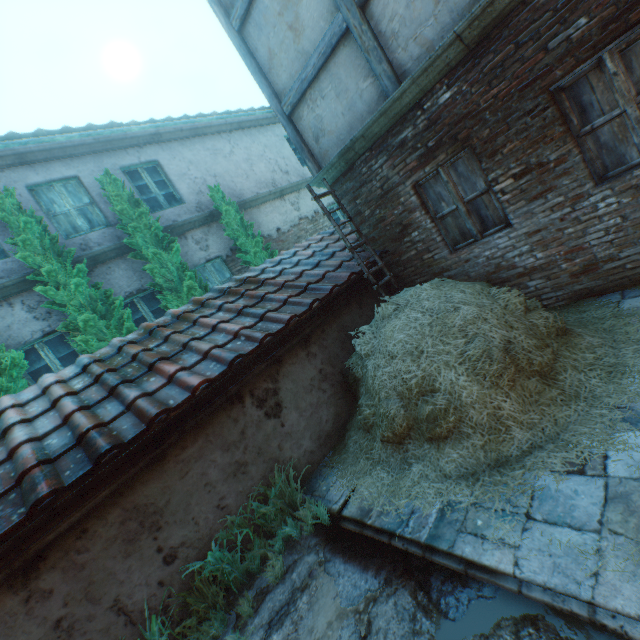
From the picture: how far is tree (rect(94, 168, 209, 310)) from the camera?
7.02m

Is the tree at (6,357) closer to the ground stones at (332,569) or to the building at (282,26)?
the building at (282,26)

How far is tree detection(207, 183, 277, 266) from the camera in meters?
8.5 m

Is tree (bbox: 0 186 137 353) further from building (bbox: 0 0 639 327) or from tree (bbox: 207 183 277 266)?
building (bbox: 0 0 639 327)

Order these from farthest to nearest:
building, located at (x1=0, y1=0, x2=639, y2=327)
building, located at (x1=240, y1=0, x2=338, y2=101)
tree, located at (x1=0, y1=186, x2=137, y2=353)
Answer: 1. tree, located at (x1=0, y1=186, x2=137, y2=353)
2. building, located at (x1=240, y1=0, x2=338, y2=101)
3. building, located at (x1=0, y1=0, x2=639, y2=327)

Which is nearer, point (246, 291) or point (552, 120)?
point (552, 120)

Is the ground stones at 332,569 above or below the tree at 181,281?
below

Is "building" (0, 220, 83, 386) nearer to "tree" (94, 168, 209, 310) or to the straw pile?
"tree" (94, 168, 209, 310)
